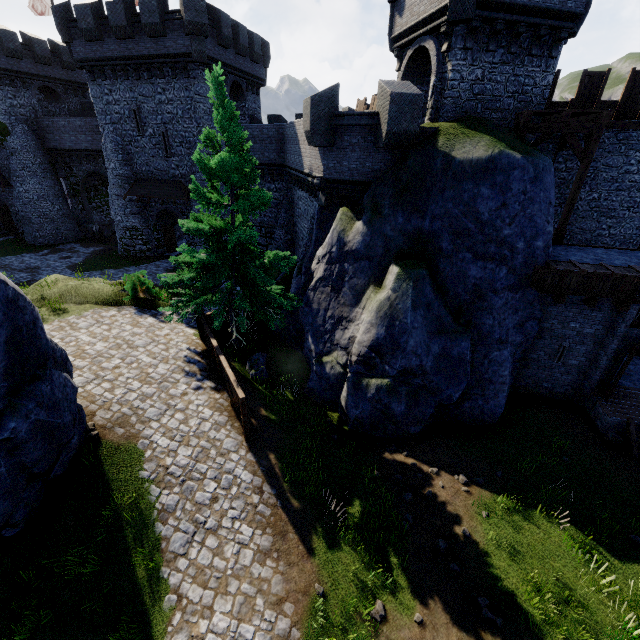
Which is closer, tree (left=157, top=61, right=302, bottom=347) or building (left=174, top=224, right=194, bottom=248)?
tree (left=157, top=61, right=302, bottom=347)

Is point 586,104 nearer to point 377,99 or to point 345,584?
point 377,99

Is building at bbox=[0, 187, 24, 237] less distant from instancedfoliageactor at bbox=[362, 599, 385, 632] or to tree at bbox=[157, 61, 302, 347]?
tree at bbox=[157, 61, 302, 347]

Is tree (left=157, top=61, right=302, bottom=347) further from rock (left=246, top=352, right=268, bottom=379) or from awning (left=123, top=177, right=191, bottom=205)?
awning (left=123, top=177, right=191, bottom=205)

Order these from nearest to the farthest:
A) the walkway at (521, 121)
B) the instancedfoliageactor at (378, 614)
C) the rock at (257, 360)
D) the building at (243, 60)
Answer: the instancedfoliageactor at (378, 614) < the walkway at (521, 121) < the rock at (257, 360) < the building at (243, 60)

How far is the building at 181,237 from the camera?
28.0 meters

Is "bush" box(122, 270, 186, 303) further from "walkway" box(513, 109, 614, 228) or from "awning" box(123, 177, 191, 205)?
"walkway" box(513, 109, 614, 228)

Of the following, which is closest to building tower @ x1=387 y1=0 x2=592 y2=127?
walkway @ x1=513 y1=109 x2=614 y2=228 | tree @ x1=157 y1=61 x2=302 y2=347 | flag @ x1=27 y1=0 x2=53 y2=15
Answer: walkway @ x1=513 y1=109 x2=614 y2=228
